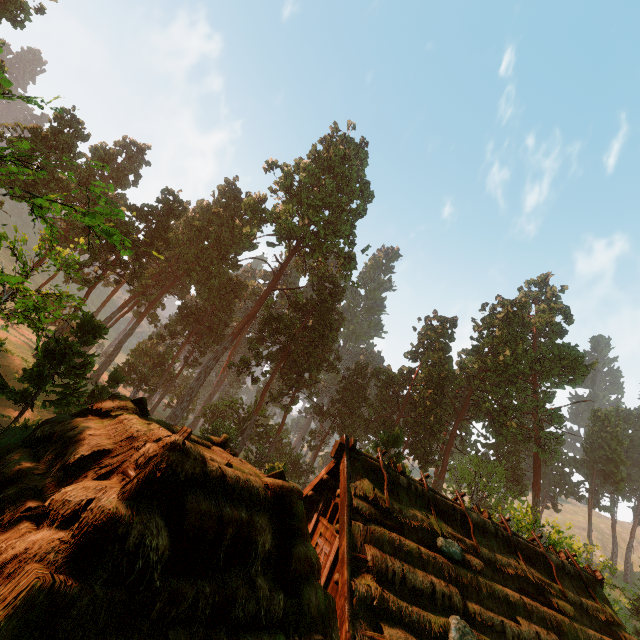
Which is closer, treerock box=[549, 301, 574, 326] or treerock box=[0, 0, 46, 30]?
treerock box=[0, 0, 46, 30]

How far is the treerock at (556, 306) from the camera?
57.4 meters

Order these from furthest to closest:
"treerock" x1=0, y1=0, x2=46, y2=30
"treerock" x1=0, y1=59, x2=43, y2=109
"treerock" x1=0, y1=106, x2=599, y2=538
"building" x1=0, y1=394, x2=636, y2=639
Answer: "treerock" x1=0, y1=0, x2=46, y2=30 < "treerock" x1=0, y1=106, x2=599, y2=538 < "treerock" x1=0, y1=59, x2=43, y2=109 < "building" x1=0, y1=394, x2=636, y2=639

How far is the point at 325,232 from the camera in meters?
45.4 m

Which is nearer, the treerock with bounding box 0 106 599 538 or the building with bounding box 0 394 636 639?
the building with bounding box 0 394 636 639

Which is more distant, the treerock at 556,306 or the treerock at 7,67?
the treerock at 556,306

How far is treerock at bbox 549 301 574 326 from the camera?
57.4m
